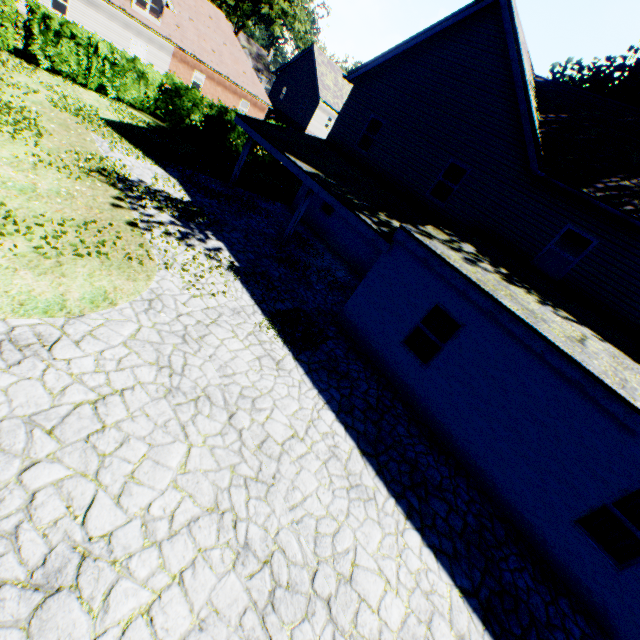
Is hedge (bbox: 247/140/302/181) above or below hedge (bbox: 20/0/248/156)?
below

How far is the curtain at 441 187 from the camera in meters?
13.2 m

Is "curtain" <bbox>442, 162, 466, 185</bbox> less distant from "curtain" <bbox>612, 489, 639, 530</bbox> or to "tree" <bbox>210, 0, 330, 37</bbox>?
"curtain" <bbox>612, 489, 639, 530</bbox>

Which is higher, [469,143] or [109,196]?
[469,143]

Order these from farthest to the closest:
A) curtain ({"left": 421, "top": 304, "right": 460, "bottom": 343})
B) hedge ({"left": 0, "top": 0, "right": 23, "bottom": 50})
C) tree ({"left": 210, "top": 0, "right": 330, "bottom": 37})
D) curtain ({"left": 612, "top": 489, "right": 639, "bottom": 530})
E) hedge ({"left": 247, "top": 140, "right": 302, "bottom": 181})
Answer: tree ({"left": 210, "top": 0, "right": 330, "bottom": 37}) < hedge ({"left": 247, "top": 140, "right": 302, "bottom": 181}) < hedge ({"left": 0, "top": 0, "right": 23, "bottom": 50}) < curtain ({"left": 421, "top": 304, "right": 460, "bottom": 343}) < curtain ({"left": 612, "top": 489, "right": 639, "bottom": 530})

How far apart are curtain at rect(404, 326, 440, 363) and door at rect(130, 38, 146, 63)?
33.0m

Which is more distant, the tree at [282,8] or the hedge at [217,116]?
the tree at [282,8]

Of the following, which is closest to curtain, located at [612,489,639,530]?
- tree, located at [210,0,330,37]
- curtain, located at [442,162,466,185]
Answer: curtain, located at [442,162,466,185]
